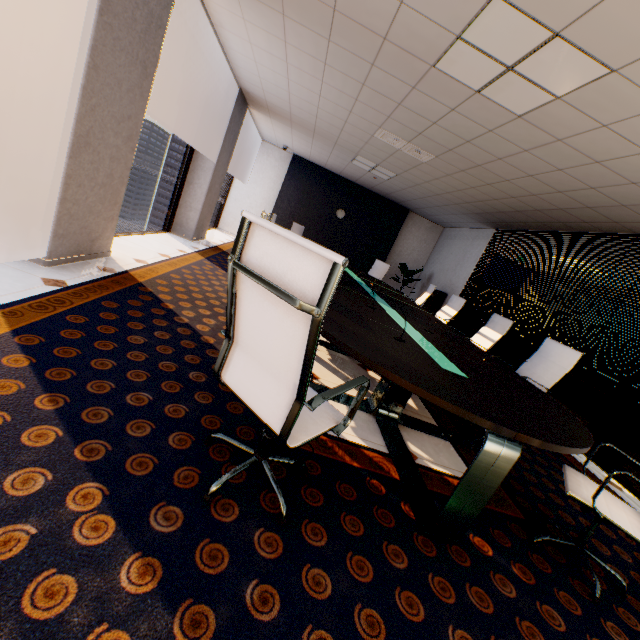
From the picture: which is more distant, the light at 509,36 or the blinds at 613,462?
the blinds at 613,462

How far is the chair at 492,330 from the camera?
4.52m

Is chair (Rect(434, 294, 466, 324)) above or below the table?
above

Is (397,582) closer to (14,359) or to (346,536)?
(346,536)

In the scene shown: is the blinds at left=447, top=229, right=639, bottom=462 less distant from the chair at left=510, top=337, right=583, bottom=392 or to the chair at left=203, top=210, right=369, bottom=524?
the chair at left=510, top=337, right=583, bottom=392

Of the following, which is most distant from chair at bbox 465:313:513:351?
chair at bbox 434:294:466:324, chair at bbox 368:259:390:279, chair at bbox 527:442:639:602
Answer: chair at bbox 368:259:390:279

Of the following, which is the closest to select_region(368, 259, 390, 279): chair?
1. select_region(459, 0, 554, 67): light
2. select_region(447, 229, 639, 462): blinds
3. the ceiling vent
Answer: select_region(447, 229, 639, 462): blinds

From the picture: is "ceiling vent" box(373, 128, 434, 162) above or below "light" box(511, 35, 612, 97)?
above
